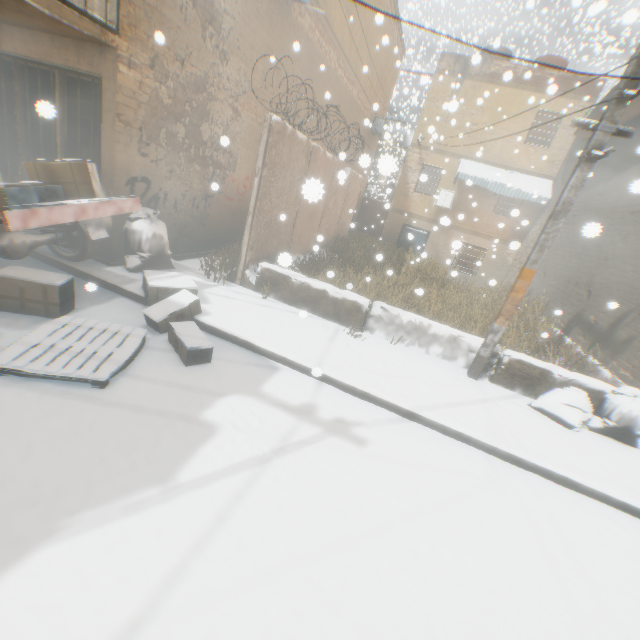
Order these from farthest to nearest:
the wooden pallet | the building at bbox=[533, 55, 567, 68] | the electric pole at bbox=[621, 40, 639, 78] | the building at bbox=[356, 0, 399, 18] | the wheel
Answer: the building at bbox=[533, 55, 567, 68], the building at bbox=[356, 0, 399, 18], the wheel, the electric pole at bbox=[621, 40, 639, 78], the wooden pallet

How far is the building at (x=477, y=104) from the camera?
13.9 meters

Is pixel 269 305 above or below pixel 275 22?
below

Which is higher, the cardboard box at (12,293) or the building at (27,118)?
the building at (27,118)

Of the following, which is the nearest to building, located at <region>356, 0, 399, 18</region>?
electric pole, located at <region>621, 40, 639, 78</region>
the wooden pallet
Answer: electric pole, located at <region>621, 40, 639, 78</region>

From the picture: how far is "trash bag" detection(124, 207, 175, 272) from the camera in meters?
5.9 m

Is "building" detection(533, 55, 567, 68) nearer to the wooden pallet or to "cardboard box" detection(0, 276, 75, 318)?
"cardboard box" detection(0, 276, 75, 318)

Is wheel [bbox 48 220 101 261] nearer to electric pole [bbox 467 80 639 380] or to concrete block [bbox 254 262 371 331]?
concrete block [bbox 254 262 371 331]
